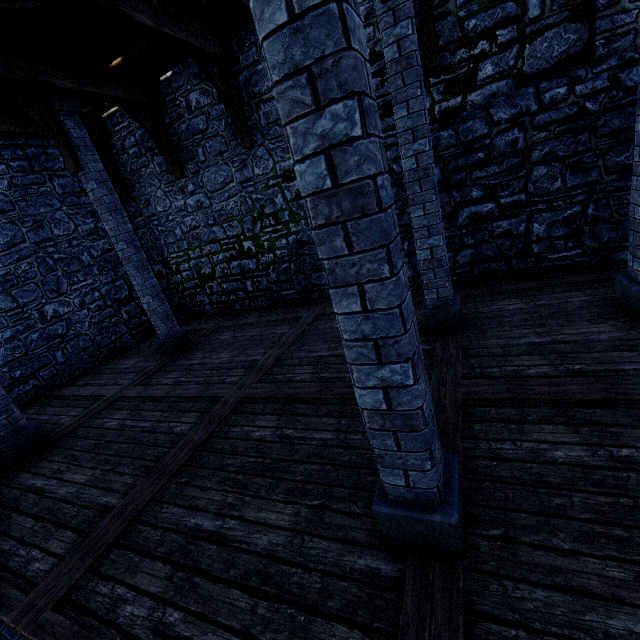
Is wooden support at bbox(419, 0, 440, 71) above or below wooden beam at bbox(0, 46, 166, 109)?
below

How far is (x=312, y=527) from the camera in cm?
256

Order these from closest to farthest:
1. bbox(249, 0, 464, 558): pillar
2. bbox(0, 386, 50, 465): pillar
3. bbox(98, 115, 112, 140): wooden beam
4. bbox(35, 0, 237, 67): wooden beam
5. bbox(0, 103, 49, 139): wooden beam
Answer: bbox(249, 0, 464, 558): pillar < bbox(35, 0, 237, 67): wooden beam < bbox(0, 386, 50, 465): pillar < bbox(0, 103, 49, 139): wooden beam < bbox(98, 115, 112, 140): wooden beam

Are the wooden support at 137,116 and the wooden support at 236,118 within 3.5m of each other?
yes

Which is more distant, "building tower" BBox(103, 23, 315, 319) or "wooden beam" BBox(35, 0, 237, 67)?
"building tower" BBox(103, 23, 315, 319)

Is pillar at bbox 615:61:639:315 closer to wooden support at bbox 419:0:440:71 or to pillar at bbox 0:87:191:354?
wooden support at bbox 419:0:440:71

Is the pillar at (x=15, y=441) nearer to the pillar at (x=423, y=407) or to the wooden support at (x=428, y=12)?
the pillar at (x=423, y=407)

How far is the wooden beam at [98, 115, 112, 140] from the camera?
8.48m
